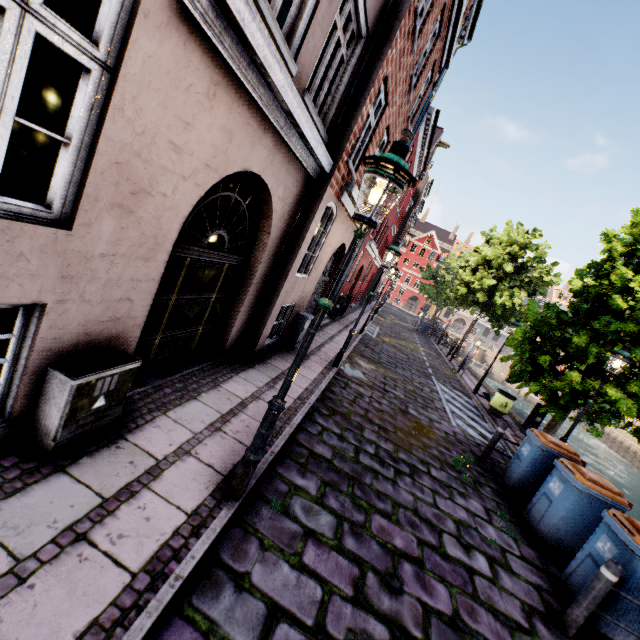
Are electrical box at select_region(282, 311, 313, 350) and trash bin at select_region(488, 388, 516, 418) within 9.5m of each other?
yes

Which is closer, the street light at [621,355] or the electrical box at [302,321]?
the street light at [621,355]

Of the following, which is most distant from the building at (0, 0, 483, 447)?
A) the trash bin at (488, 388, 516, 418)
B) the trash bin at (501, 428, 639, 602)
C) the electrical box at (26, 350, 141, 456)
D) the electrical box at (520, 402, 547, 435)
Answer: the electrical box at (520, 402, 547, 435)

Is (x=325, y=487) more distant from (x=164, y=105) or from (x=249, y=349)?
(x=164, y=105)

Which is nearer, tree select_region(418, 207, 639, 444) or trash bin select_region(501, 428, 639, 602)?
trash bin select_region(501, 428, 639, 602)

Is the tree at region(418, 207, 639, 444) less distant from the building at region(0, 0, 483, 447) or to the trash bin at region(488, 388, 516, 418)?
the trash bin at region(488, 388, 516, 418)

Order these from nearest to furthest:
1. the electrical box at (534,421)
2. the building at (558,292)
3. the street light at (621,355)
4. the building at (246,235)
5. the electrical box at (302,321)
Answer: the building at (246,235)
the street light at (621,355)
the electrical box at (302,321)
the electrical box at (534,421)
the building at (558,292)

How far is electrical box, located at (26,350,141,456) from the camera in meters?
2.9
